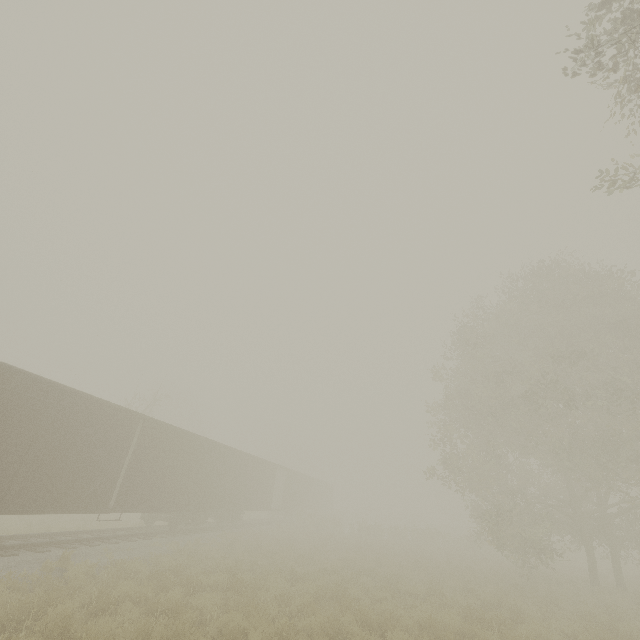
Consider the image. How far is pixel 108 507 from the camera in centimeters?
1210cm

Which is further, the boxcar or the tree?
the boxcar

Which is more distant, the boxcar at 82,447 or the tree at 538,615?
the boxcar at 82,447
